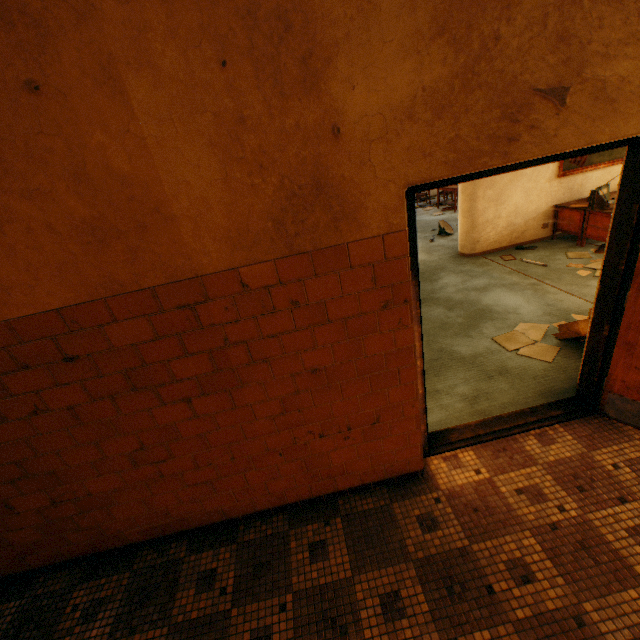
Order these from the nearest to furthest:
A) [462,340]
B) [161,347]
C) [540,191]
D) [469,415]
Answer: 1. [161,347]
2. [469,415]
3. [462,340]
4. [540,191]

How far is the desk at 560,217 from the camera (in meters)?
5.54

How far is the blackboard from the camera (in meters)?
6.06

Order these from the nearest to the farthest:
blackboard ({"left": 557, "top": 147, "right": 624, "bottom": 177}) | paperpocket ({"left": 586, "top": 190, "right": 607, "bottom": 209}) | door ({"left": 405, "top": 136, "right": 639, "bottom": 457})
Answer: door ({"left": 405, "top": 136, "right": 639, "bottom": 457})
paperpocket ({"left": 586, "top": 190, "right": 607, "bottom": 209})
blackboard ({"left": 557, "top": 147, "right": 624, "bottom": 177})

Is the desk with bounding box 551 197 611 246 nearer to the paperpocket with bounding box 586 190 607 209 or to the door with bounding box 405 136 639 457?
the paperpocket with bounding box 586 190 607 209

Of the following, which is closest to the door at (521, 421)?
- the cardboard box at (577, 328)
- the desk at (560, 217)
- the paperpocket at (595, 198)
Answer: the cardboard box at (577, 328)

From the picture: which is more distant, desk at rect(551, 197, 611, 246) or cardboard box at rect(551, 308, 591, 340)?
desk at rect(551, 197, 611, 246)

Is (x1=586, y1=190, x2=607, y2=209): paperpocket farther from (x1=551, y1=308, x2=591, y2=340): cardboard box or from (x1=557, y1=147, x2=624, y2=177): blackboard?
(x1=551, y1=308, x2=591, y2=340): cardboard box
